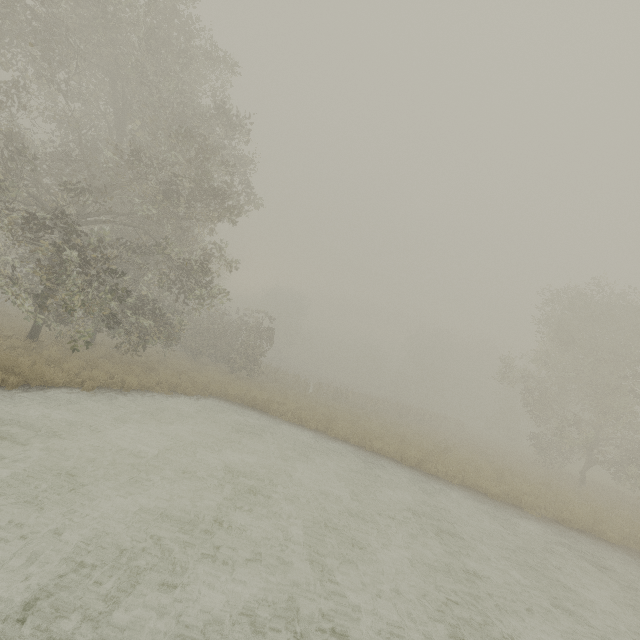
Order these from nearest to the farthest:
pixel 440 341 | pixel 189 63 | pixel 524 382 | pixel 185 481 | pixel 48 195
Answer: pixel 185 481
pixel 189 63
pixel 524 382
pixel 48 195
pixel 440 341
